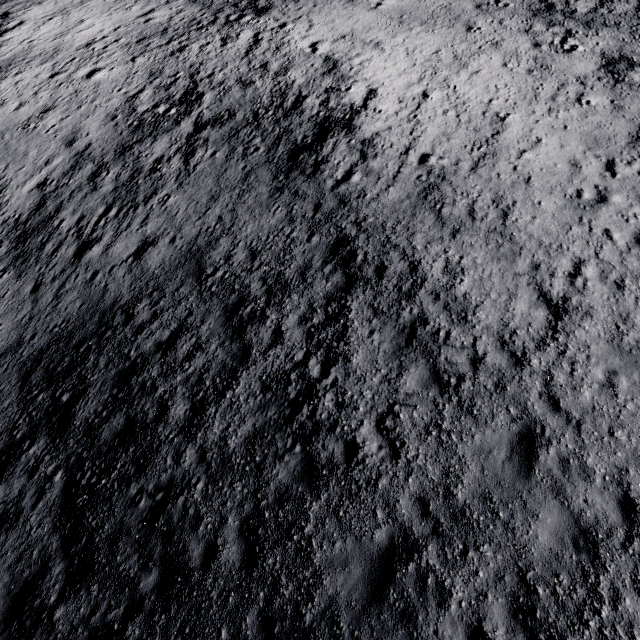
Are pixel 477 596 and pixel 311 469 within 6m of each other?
yes
